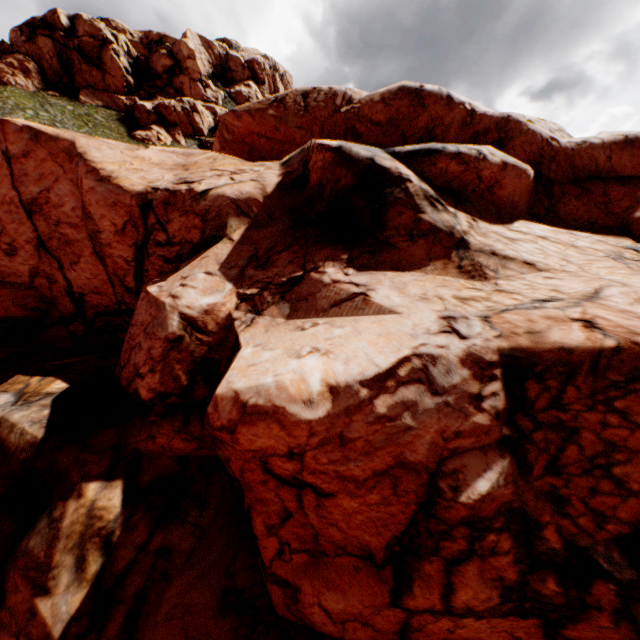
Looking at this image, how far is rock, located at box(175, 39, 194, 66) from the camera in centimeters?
5891cm

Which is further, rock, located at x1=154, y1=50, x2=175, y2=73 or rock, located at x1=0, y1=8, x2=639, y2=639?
rock, located at x1=154, y1=50, x2=175, y2=73

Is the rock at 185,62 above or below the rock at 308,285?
above

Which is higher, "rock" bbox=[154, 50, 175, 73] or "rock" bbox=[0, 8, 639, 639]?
"rock" bbox=[154, 50, 175, 73]

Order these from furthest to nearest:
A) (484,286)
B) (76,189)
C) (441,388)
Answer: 1. (76,189)
2. (484,286)
3. (441,388)
